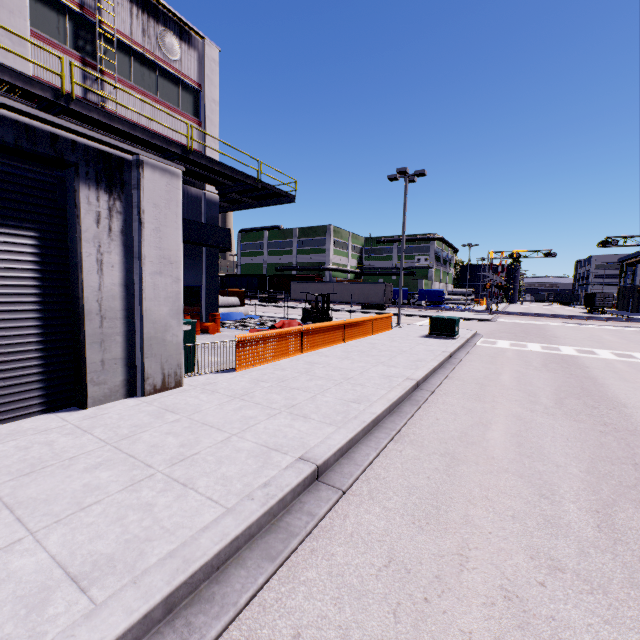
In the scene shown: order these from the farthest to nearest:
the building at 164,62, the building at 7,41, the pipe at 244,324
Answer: the pipe at 244,324
the building at 164,62
the building at 7,41

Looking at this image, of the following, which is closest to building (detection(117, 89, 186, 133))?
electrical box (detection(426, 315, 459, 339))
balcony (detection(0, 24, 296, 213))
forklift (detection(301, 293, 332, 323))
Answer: balcony (detection(0, 24, 296, 213))

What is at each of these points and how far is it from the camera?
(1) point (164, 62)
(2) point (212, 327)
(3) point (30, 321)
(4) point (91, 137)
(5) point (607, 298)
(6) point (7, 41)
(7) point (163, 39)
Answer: (1) building, 14.8m
(2) oil drum, 16.6m
(3) roll-up door, 5.4m
(4) building, 5.6m
(5) cargo container door, 51.4m
(6) building, 10.2m
(7) vent, 14.6m

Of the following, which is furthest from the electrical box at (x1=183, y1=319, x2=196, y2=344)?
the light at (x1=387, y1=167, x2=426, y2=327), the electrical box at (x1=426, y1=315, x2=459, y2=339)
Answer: the light at (x1=387, y1=167, x2=426, y2=327)

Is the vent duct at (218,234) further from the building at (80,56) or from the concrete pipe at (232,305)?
the concrete pipe at (232,305)

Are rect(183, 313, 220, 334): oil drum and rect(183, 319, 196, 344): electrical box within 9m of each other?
yes

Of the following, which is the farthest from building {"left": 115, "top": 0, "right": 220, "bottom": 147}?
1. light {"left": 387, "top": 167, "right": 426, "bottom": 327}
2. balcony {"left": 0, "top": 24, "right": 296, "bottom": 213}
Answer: light {"left": 387, "top": 167, "right": 426, "bottom": 327}

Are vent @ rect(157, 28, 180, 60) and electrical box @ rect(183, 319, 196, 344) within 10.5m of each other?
no
